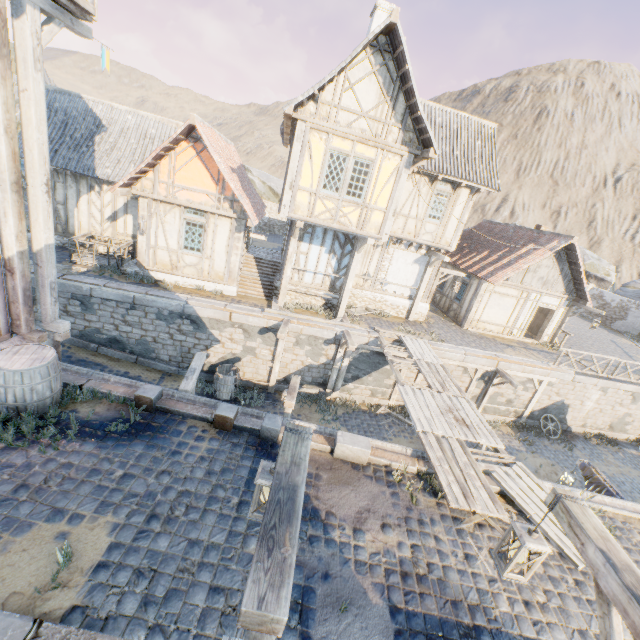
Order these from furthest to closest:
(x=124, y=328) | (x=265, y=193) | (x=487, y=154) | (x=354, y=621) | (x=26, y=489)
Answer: (x=265, y=193)
(x=487, y=154)
(x=124, y=328)
(x=26, y=489)
(x=354, y=621)

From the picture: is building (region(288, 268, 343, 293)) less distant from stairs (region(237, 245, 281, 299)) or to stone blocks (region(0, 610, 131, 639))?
stairs (region(237, 245, 281, 299))

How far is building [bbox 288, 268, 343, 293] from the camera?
14.4 meters

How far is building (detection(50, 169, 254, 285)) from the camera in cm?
1284

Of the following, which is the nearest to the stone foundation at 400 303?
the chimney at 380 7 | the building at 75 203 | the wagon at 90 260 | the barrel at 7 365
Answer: the building at 75 203

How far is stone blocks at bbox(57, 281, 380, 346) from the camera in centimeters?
1164cm

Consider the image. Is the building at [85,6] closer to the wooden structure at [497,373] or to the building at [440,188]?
the wooden structure at [497,373]

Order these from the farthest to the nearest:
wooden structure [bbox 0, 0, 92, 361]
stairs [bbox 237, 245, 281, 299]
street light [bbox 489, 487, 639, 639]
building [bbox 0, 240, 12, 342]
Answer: Result: stairs [bbox 237, 245, 281, 299], building [bbox 0, 240, 12, 342], wooden structure [bbox 0, 0, 92, 361], street light [bbox 489, 487, 639, 639]
